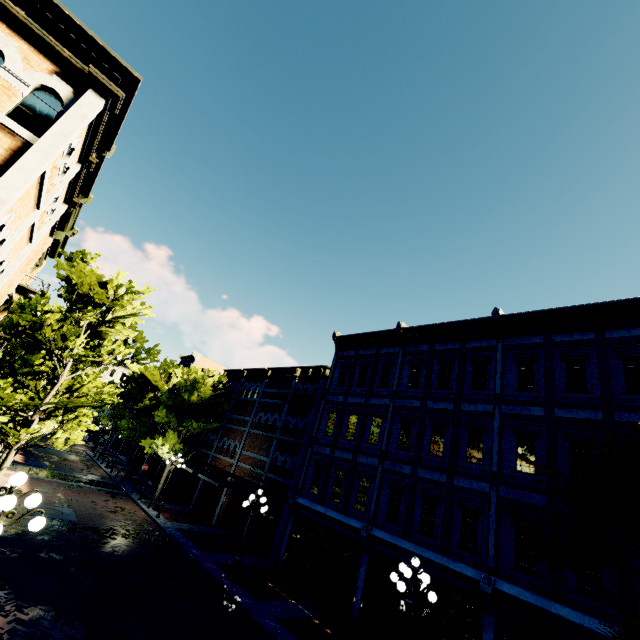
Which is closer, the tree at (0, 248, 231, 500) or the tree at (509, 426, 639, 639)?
the tree at (509, 426, 639, 639)

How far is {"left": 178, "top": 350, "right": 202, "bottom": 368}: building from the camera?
41.0m

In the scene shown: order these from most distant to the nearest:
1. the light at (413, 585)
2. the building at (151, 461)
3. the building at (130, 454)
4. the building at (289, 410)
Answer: the building at (130, 454) → the building at (151, 461) → the building at (289, 410) → the light at (413, 585)

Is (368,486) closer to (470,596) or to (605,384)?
(470,596)

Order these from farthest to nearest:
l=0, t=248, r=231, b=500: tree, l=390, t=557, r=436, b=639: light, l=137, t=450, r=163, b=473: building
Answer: l=137, t=450, r=163, b=473: building, l=0, t=248, r=231, b=500: tree, l=390, t=557, r=436, b=639: light

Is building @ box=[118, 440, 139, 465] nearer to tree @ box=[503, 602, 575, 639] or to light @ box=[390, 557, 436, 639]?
tree @ box=[503, 602, 575, 639]

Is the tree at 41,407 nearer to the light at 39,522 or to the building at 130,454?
the building at 130,454

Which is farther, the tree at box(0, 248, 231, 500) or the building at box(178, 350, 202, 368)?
the building at box(178, 350, 202, 368)
